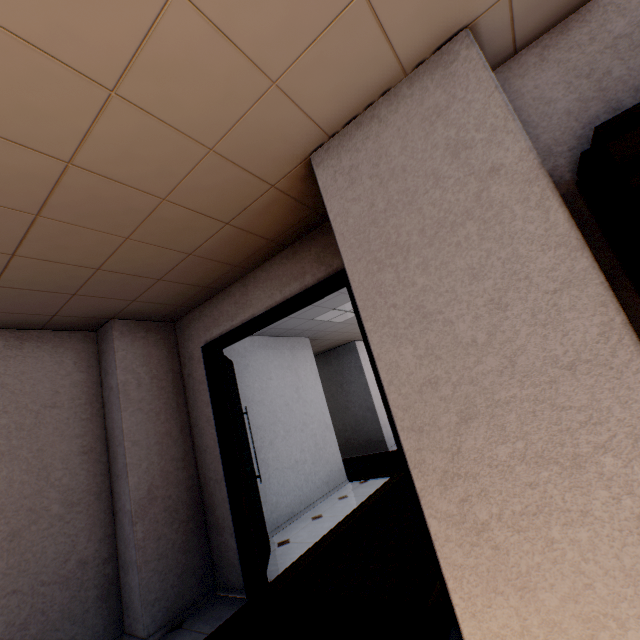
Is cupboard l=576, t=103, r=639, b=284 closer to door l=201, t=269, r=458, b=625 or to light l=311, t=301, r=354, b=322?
door l=201, t=269, r=458, b=625

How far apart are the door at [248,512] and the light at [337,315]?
1.7m

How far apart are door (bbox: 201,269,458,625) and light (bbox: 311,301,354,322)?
1.7 meters

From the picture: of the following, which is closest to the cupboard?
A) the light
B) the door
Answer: the door

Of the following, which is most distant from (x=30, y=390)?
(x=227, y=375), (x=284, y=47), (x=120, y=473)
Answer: (x=284, y=47)

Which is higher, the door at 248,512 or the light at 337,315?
the light at 337,315

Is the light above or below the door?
above
